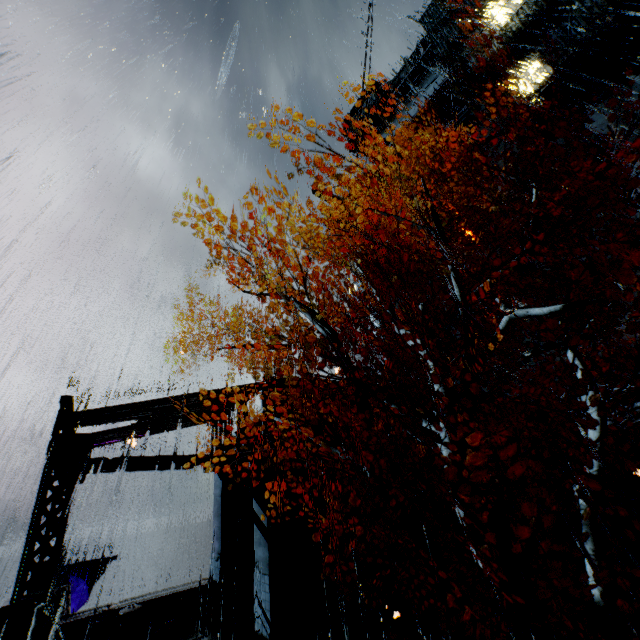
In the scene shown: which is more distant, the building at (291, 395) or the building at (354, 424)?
the building at (354, 424)

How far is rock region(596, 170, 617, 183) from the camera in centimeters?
3117cm

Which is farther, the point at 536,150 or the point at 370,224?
the point at 370,224

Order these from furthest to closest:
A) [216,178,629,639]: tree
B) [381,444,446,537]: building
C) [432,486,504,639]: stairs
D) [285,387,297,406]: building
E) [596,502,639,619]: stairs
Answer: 1. [381,444,446,537]: building
2. [285,387,297,406]: building
3. [596,502,639,619]: stairs
4. [432,486,504,639]: stairs
5. [216,178,629,639]: tree

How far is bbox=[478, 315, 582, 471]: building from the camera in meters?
18.7 m

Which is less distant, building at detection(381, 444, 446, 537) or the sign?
building at detection(381, 444, 446, 537)

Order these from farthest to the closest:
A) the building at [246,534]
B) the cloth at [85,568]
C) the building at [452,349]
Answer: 1. the building at [452,349]
2. the cloth at [85,568]
3. the building at [246,534]
